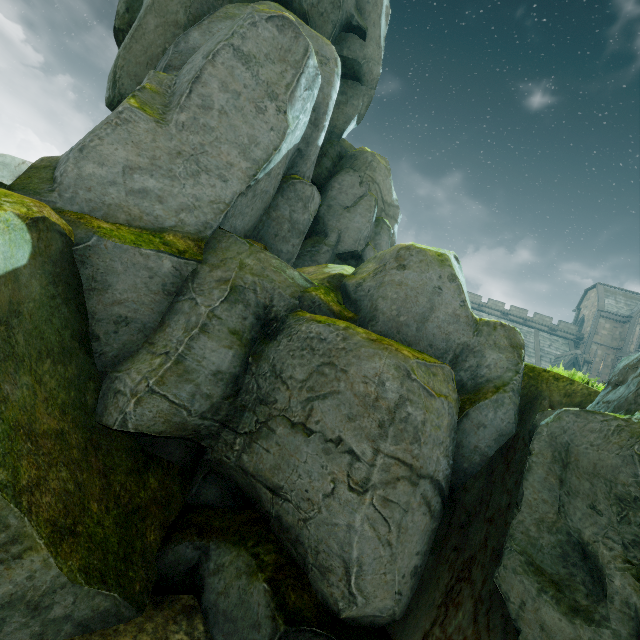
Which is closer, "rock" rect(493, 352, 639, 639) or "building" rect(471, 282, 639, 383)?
"rock" rect(493, 352, 639, 639)

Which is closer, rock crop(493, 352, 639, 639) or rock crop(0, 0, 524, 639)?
rock crop(493, 352, 639, 639)

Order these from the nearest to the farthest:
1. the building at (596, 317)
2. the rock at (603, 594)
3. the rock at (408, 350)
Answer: the rock at (603, 594), the rock at (408, 350), the building at (596, 317)

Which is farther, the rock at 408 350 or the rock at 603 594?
the rock at 408 350

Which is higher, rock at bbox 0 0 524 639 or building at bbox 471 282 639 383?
building at bbox 471 282 639 383

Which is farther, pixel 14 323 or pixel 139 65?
pixel 139 65
